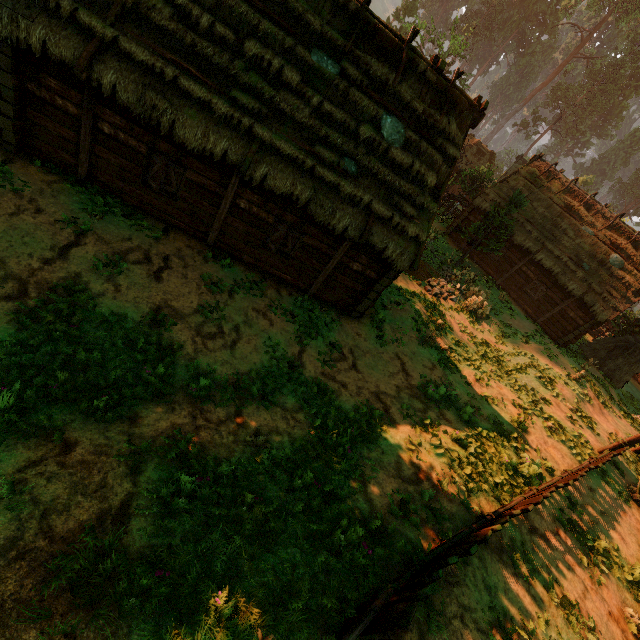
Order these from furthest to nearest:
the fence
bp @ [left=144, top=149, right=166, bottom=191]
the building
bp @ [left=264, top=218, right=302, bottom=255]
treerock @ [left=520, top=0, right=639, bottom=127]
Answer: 1. treerock @ [left=520, top=0, right=639, bottom=127]
2. bp @ [left=264, top=218, right=302, bottom=255]
3. bp @ [left=144, top=149, right=166, bottom=191]
4. the building
5. the fence

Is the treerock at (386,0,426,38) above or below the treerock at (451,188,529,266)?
above

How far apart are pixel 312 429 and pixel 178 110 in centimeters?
872cm

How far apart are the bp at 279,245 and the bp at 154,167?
3.5 meters

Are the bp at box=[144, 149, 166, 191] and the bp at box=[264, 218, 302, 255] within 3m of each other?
no

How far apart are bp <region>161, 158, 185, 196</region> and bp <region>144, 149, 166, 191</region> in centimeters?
23cm

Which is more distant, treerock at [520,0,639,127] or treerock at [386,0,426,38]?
treerock at [520,0,639,127]

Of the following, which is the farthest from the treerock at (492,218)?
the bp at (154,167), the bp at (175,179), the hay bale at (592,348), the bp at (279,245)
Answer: the bp at (154,167)
